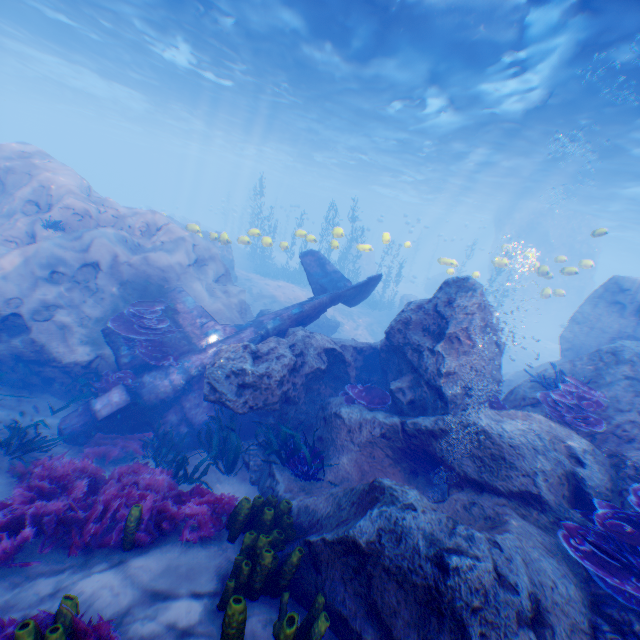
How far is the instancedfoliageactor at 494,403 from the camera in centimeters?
699cm

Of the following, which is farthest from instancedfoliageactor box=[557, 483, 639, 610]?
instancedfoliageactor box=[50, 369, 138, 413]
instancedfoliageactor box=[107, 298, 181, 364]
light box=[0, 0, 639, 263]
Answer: instancedfoliageactor box=[50, 369, 138, 413]

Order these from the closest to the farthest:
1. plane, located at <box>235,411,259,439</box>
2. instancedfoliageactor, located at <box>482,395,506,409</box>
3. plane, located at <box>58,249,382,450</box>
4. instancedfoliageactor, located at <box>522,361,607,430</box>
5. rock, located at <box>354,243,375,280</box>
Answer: instancedfoliageactor, located at <box>522,361,607,430</box>, instancedfoliageactor, located at <box>482,395,506,409</box>, plane, located at <box>58,249,382,450</box>, plane, located at <box>235,411,259,439</box>, rock, located at <box>354,243,375,280</box>

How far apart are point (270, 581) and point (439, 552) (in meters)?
1.98

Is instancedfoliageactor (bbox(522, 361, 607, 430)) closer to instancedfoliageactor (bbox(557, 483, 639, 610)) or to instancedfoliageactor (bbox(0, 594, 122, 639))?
instancedfoliageactor (bbox(557, 483, 639, 610))

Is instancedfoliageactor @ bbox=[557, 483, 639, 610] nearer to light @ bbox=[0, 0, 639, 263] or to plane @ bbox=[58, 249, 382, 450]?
plane @ bbox=[58, 249, 382, 450]

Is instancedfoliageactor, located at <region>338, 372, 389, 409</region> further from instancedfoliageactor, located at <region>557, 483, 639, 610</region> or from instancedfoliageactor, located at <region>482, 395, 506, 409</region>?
instancedfoliageactor, located at <region>557, 483, 639, 610</region>

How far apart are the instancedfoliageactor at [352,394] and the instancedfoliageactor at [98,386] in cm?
531
